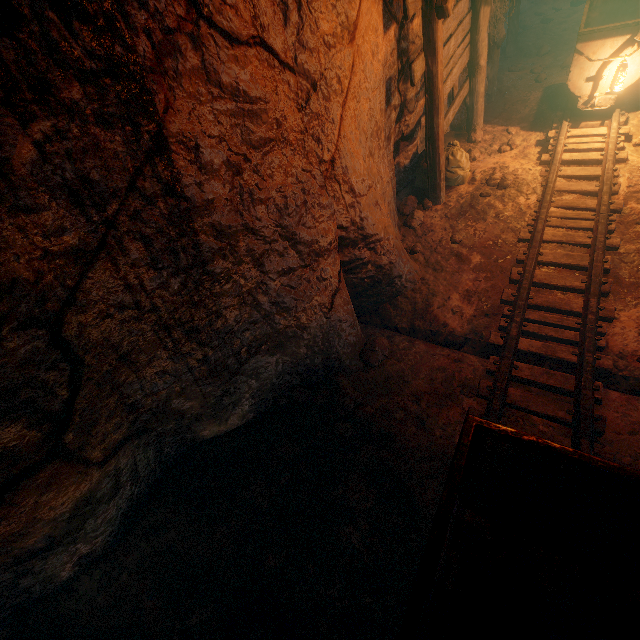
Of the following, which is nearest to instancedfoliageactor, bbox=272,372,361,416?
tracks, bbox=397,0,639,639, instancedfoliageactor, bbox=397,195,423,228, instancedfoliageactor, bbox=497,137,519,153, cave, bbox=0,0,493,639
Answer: cave, bbox=0,0,493,639

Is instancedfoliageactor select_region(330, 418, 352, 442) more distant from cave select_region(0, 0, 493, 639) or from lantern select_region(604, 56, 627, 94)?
lantern select_region(604, 56, 627, 94)

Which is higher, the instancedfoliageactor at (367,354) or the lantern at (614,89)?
the lantern at (614,89)

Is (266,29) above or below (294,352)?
above

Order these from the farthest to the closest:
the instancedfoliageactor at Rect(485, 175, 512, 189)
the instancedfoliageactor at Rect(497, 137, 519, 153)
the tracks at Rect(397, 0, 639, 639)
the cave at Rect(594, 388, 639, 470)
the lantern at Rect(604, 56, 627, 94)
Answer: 1. the instancedfoliageactor at Rect(497, 137, 519, 153)
2. the instancedfoliageactor at Rect(485, 175, 512, 189)
3. the lantern at Rect(604, 56, 627, 94)
4. the cave at Rect(594, 388, 639, 470)
5. the tracks at Rect(397, 0, 639, 639)

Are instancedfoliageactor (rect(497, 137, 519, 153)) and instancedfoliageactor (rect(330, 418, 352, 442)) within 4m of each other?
no

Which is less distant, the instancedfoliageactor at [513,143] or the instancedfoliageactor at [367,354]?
the instancedfoliageactor at [367,354]

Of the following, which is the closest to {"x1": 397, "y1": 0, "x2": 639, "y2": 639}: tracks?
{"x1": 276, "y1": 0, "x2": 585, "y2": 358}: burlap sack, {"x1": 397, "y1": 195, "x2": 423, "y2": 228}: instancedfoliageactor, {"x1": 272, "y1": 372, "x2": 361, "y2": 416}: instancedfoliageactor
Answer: {"x1": 276, "y1": 0, "x2": 585, "y2": 358}: burlap sack
